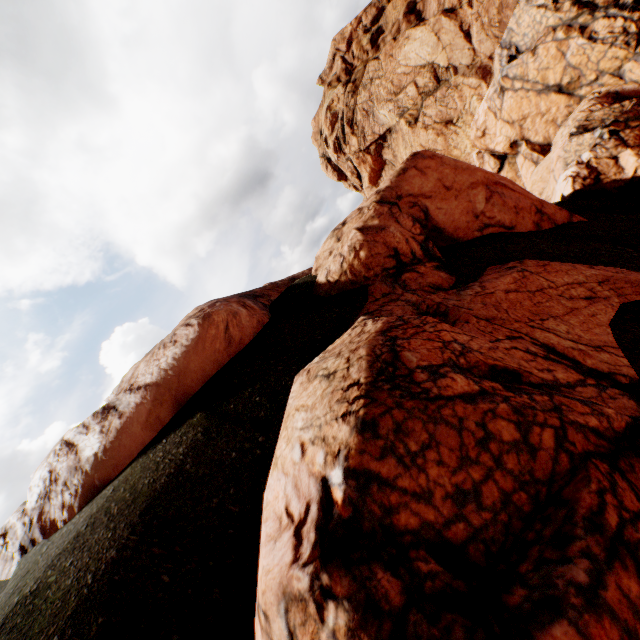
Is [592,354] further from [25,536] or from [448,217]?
[25,536]
